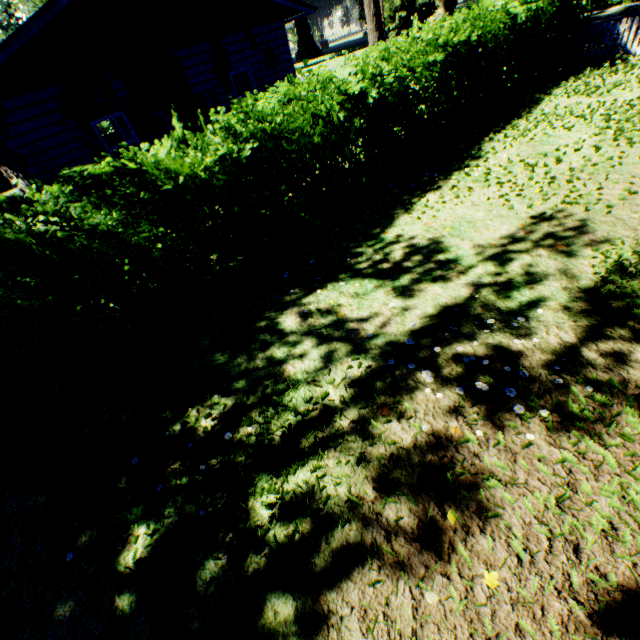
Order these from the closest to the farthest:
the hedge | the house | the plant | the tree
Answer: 1. the hedge
2. the house
3. the tree
4. the plant

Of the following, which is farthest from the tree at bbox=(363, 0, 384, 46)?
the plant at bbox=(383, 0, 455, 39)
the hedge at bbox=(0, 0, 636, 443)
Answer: the plant at bbox=(383, 0, 455, 39)

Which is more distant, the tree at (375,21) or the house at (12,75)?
the tree at (375,21)

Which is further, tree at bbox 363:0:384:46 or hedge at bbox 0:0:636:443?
tree at bbox 363:0:384:46

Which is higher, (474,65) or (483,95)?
(474,65)

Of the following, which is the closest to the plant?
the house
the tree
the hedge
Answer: the hedge

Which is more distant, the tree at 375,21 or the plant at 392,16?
the plant at 392,16

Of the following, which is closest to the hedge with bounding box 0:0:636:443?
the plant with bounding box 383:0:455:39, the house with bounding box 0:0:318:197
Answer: the plant with bounding box 383:0:455:39
